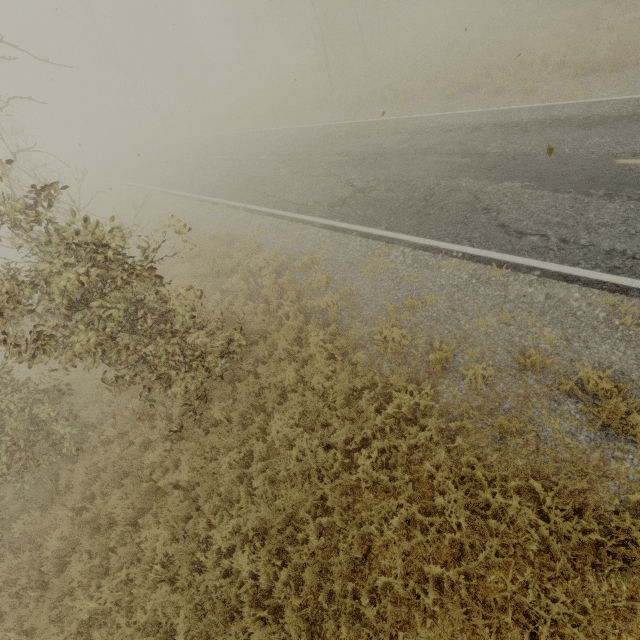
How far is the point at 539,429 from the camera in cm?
486

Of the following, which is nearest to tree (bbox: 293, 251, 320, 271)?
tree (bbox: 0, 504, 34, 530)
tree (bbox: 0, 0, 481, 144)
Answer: tree (bbox: 0, 504, 34, 530)

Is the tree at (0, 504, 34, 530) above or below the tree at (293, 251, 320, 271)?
above

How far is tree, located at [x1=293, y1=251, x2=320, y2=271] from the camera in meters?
9.4 m

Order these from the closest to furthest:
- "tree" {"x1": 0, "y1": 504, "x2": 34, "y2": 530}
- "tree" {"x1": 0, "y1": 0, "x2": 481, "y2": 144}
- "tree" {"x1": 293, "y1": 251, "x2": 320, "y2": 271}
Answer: "tree" {"x1": 0, "y1": 504, "x2": 34, "y2": 530}, "tree" {"x1": 293, "y1": 251, "x2": 320, "y2": 271}, "tree" {"x1": 0, "y1": 0, "x2": 481, "y2": 144}

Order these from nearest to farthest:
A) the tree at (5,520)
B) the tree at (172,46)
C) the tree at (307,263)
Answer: the tree at (5,520)
the tree at (307,263)
the tree at (172,46)

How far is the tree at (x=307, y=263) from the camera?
9.4m

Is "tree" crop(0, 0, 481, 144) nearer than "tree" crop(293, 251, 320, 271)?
No
